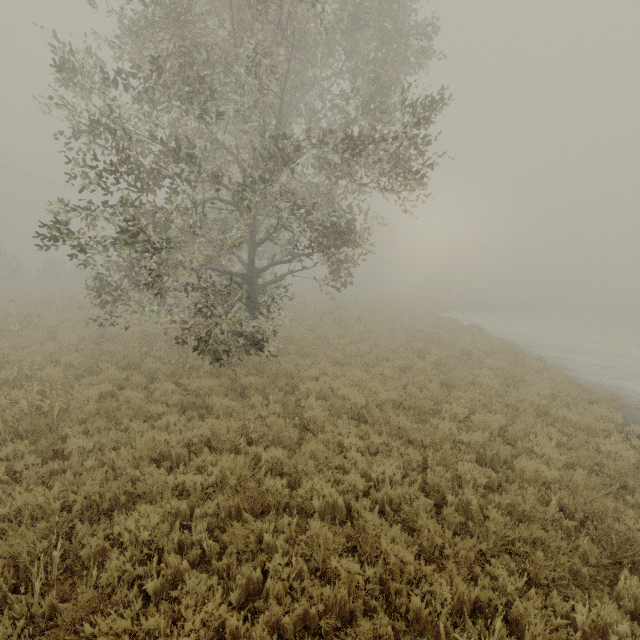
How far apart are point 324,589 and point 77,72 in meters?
10.2
